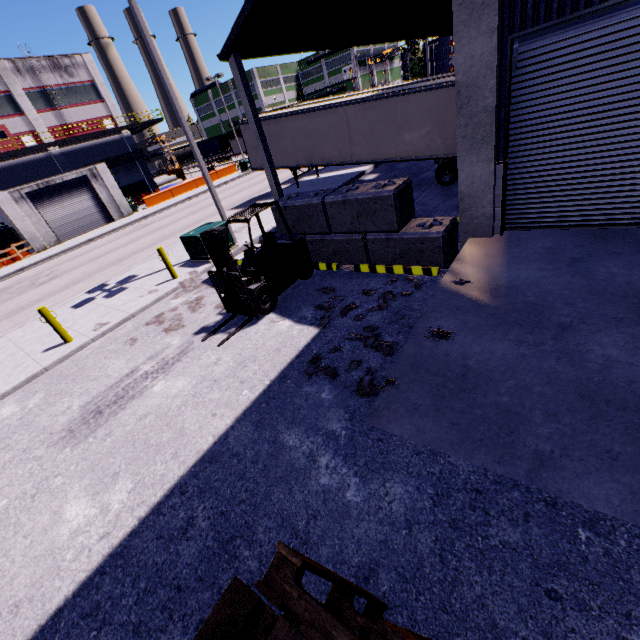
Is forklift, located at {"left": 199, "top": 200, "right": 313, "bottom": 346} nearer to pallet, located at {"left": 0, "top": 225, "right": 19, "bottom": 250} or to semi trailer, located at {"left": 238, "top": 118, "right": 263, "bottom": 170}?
semi trailer, located at {"left": 238, "top": 118, "right": 263, "bottom": 170}

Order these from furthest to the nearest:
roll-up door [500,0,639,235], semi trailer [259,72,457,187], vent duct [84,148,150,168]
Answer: vent duct [84,148,150,168] < semi trailer [259,72,457,187] < roll-up door [500,0,639,235]

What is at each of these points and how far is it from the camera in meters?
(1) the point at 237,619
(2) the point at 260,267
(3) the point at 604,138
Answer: (1) pallet, 1.4
(2) forklift, 8.2
(3) roll-up door, 5.6

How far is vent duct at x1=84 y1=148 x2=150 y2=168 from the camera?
35.4 meters

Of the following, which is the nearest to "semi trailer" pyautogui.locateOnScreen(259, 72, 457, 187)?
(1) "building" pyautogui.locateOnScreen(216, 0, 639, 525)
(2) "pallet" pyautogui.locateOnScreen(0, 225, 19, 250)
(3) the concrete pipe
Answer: (1) "building" pyautogui.locateOnScreen(216, 0, 639, 525)

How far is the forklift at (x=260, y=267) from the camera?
7.11m

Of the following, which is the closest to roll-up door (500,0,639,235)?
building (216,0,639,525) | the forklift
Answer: building (216,0,639,525)

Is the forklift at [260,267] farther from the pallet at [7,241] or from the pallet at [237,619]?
the pallet at [7,241]
